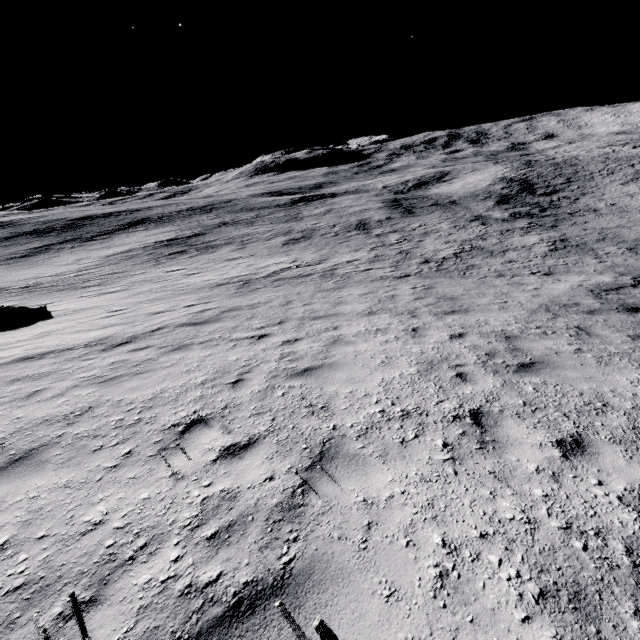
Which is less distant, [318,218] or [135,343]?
[135,343]
